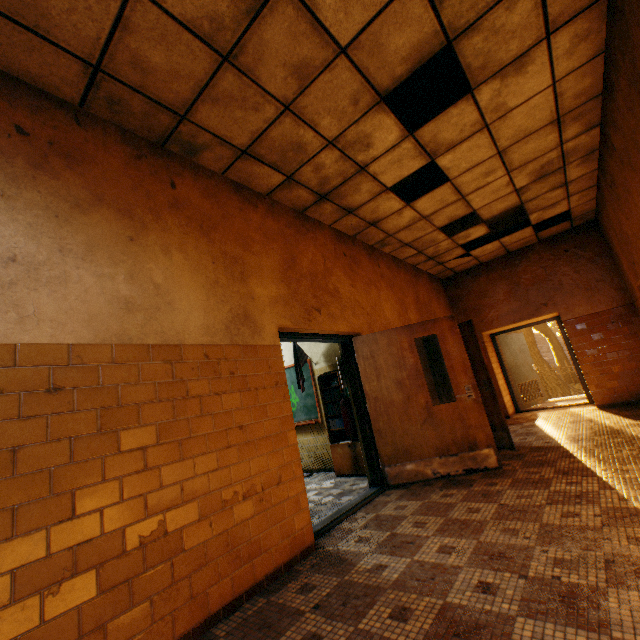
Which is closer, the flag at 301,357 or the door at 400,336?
the door at 400,336

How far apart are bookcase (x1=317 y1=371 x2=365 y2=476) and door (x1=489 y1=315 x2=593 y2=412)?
5.17m

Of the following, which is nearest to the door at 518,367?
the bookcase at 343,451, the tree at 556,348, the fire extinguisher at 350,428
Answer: the bookcase at 343,451

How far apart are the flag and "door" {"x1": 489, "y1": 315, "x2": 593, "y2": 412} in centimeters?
562cm

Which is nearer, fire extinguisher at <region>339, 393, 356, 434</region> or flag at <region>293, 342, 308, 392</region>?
fire extinguisher at <region>339, 393, 356, 434</region>

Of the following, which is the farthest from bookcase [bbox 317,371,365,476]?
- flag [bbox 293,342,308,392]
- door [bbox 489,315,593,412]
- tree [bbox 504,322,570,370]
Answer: tree [bbox 504,322,570,370]

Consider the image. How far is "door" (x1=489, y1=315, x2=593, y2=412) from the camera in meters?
7.9

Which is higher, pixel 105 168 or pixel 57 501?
pixel 105 168
